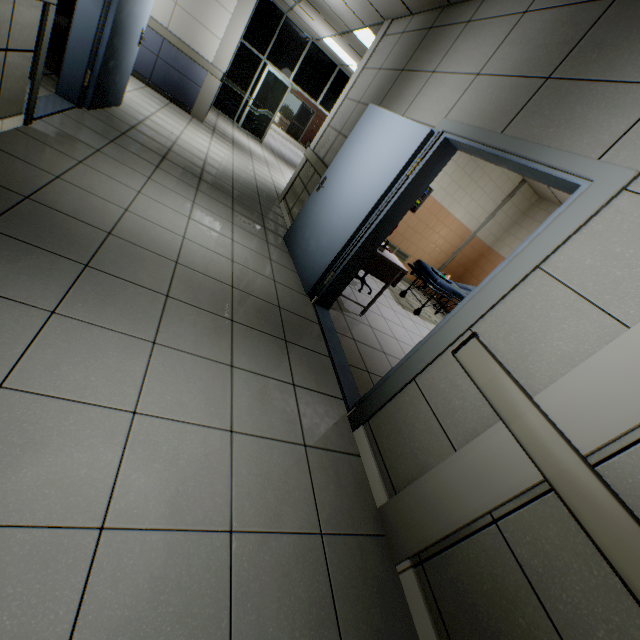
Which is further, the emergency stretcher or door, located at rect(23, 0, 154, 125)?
the emergency stretcher

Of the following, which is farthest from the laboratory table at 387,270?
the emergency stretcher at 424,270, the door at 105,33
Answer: the door at 105,33

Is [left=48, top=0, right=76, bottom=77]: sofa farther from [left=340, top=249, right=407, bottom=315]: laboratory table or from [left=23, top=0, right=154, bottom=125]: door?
[left=340, top=249, right=407, bottom=315]: laboratory table

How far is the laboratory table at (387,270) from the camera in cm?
384

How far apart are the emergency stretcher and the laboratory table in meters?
1.4

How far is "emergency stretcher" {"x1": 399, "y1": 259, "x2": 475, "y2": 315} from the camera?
5.7m

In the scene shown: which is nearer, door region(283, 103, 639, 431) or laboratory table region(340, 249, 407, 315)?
door region(283, 103, 639, 431)

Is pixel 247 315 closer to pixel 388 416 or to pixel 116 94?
pixel 388 416
